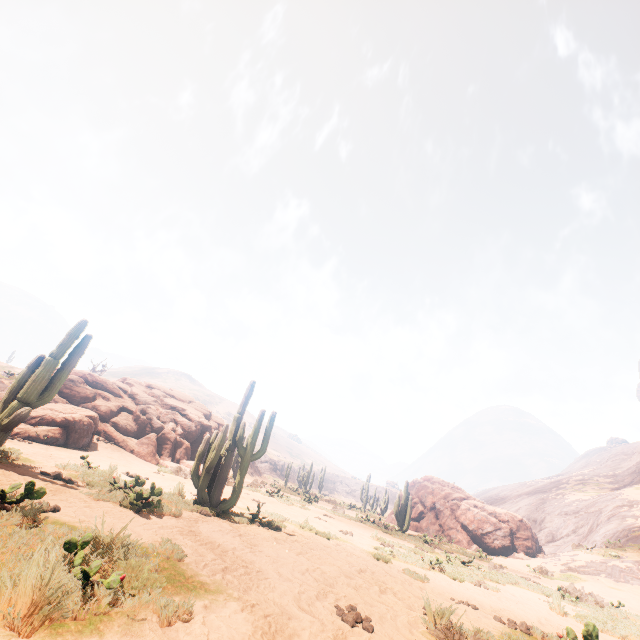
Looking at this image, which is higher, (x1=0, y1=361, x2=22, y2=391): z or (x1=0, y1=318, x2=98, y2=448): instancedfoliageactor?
(x1=0, y1=361, x2=22, y2=391): z

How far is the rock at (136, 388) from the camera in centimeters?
1725cm

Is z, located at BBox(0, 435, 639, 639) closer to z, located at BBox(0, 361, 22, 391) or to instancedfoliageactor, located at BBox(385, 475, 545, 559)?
instancedfoliageactor, located at BBox(385, 475, 545, 559)

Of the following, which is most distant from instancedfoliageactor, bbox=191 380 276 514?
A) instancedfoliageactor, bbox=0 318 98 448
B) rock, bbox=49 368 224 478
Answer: rock, bbox=49 368 224 478

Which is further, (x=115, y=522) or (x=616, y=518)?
(x=616, y=518)

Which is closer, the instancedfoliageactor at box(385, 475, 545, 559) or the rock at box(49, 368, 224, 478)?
the rock at box(49, 368, 224, 478)

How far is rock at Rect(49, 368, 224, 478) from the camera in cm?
1725

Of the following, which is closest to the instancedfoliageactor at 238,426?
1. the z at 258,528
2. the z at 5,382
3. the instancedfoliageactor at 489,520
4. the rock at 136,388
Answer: the z at 258,528
